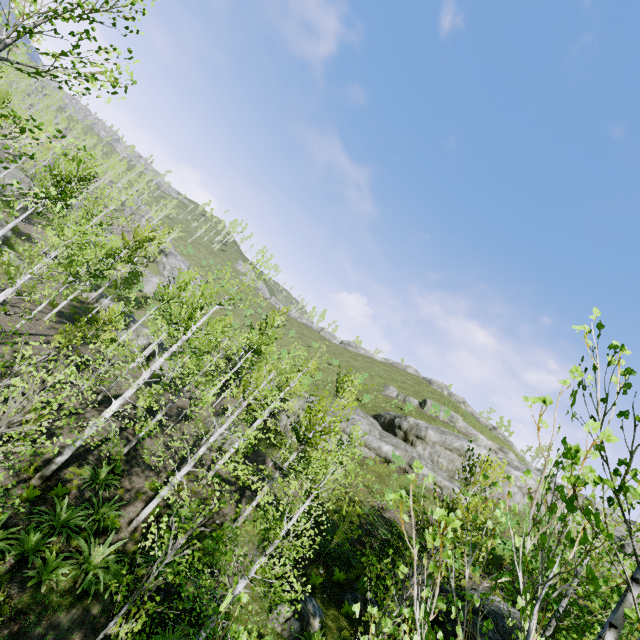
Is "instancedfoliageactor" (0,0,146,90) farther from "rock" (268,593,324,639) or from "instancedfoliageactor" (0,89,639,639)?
"rock" (268,593,324,639)

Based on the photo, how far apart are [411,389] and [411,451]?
25.6 meters

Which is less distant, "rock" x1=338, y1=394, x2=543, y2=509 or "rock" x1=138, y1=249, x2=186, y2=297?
"rock" x1=338, y1=394, x2=543, y2=509

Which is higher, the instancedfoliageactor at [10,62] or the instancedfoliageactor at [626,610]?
the instancedfoliageactor at [10,62]

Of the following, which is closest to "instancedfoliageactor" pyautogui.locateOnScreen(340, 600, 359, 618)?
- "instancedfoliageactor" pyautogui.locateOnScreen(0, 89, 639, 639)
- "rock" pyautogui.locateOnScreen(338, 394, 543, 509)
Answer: "instancedfoliageactor" pyautogui.locateOnScreen(0, 89, 639, 639)

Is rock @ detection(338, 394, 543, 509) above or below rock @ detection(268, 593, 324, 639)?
above

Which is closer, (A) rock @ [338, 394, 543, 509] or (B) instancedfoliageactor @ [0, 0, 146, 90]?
(B) instancedfoliageactor @ [0, 0, 146, 90]

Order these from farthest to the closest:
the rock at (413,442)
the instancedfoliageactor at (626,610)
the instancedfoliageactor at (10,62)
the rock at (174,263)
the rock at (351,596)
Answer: the rock at (174,263) < the rock at (413,442) < the rock at (351,596) < the instancedfoliageactor at (10,62) < the instancedfoliageactor at (626,610)
